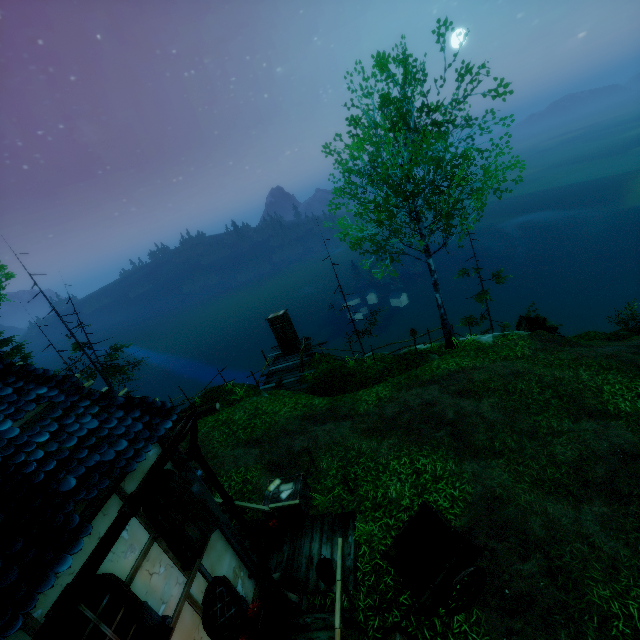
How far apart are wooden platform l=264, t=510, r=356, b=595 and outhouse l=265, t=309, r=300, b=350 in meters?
11.6

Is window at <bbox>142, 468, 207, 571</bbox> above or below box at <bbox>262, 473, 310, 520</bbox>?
above

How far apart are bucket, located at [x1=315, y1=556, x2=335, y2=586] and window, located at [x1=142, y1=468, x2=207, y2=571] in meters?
2.9 m

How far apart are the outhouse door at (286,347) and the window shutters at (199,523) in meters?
14.1

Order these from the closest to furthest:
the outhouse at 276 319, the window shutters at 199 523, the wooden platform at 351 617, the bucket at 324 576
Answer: the window shutters at 199 523 → the wooden platform at 351 617 → the bucket at 324 576 → the outhouse at 276 319

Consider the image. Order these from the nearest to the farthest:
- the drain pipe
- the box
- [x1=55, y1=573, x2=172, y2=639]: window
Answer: [x1=55, y1=573, x2=172, y2=639]: window < the drain pipe < the box

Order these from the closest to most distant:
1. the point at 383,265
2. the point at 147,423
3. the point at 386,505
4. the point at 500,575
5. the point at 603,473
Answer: the point at 147,423 → the point at 500,575 → the point at 603,473 → the point at 386,505 → the point at 383,265

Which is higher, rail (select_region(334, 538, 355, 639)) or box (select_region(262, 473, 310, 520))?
rail (select_region(334, 538, 355, 639))
